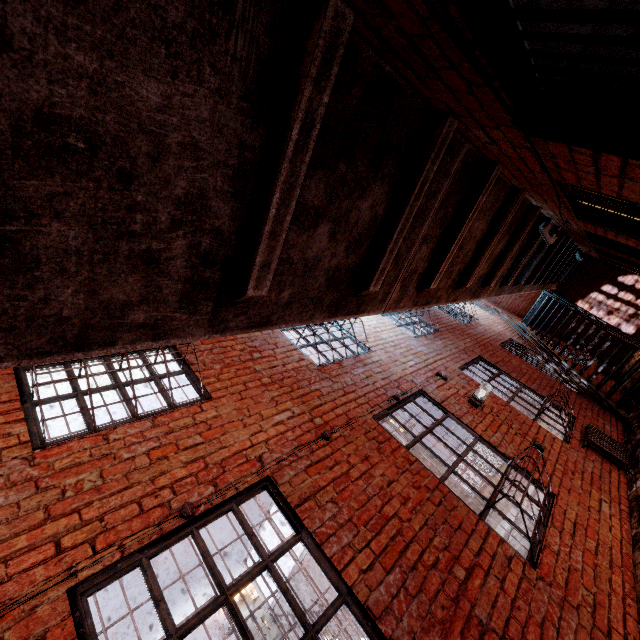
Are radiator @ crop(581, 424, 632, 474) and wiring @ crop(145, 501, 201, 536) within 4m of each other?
no

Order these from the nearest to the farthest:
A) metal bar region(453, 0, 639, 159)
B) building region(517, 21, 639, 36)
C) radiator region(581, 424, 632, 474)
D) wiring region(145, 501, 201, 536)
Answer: metal bar region(453, 0, 639, 159) → building region(517, 21, 639, 36) → wiring region(145, 501, 201, 536) → radiator region(581, 424, 632, 474)

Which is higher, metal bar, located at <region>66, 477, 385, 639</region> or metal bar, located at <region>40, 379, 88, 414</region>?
metal bar, located at <region>40, 379, 88, 414</region>

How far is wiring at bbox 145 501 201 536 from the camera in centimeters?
215cm

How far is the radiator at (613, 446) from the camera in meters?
5.0 m

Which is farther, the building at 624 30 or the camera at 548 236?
the camera at 548 236

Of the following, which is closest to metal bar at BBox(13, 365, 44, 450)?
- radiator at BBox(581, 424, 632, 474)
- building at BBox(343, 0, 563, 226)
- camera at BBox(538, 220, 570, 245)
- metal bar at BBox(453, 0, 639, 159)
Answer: metal bar at BBox(453, 0, 639, 159)

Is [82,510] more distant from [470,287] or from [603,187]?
[470,287]
